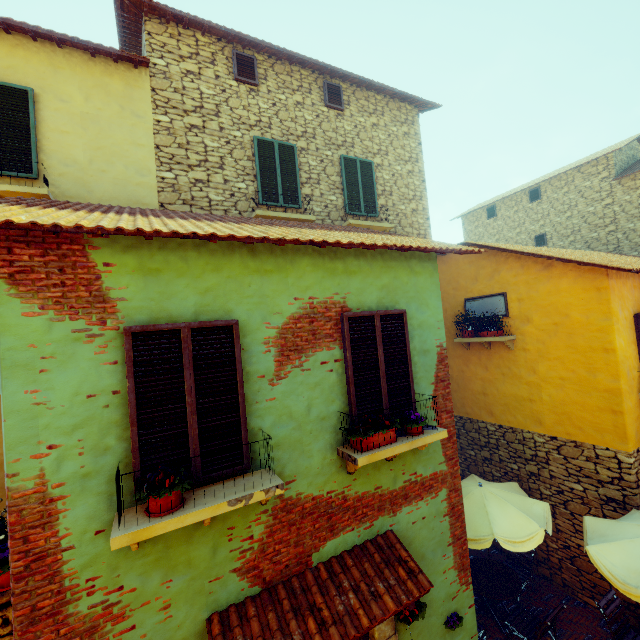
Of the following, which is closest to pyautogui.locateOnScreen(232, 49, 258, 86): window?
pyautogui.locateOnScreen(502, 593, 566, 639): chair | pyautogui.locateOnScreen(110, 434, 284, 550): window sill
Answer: pyautogui.locateOnScreen(110, 434, 284, 550): window sill

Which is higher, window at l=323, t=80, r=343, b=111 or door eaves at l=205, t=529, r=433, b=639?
window at l=323, t=80, r=343, b=111

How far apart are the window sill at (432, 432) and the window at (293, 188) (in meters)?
5.77

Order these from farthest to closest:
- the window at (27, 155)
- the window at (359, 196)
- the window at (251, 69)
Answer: the window at (359, 196) < the window at (251, 69) < the window at (27, 155)

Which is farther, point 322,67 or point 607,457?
point 322,67

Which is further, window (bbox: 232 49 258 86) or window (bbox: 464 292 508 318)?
window (bbox: 464 292 508 318)

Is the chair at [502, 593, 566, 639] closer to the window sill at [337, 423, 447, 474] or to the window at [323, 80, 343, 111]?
the window sill at [337, 423, 447, 474]

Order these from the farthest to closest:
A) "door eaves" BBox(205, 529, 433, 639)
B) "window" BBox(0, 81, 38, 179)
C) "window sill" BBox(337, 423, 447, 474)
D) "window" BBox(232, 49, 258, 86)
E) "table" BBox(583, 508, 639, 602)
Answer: "window" BBox(232, 49, 258, 86), "window" BBox(0, 81, 38, 179), "table" BBox(583, 508, 639, 602), "window sill" BBox(337, 423, 447, 474), "door eaves" BBox(205, 529, 433, 639)
